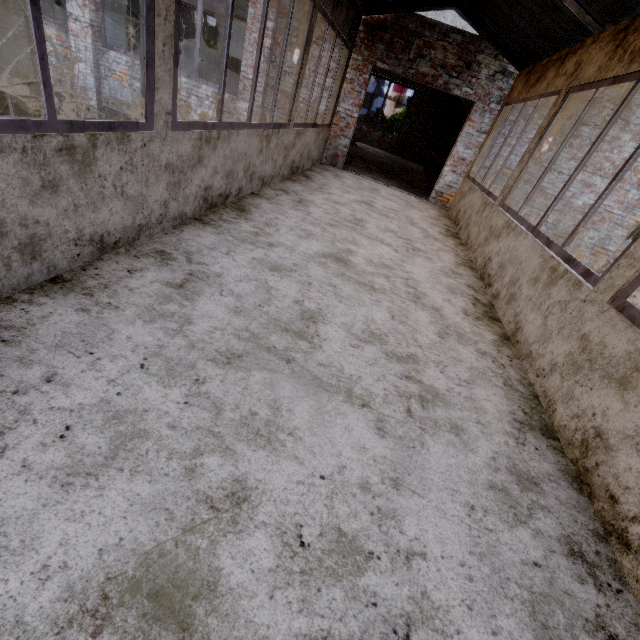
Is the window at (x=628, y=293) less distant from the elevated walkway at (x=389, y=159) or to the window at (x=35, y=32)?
the window at (x=35, y=32)

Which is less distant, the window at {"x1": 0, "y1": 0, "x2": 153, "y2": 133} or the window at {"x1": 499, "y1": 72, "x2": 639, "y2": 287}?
the window at {"x1": 0, "y1": 0, "x2": 153, "y2": 133}

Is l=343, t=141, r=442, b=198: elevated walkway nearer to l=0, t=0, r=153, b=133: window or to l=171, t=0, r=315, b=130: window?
l=171, t=0, r=315, b=130: window

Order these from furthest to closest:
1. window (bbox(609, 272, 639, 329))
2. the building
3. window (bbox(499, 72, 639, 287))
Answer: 1. window (bbox(499, 72, 639, 287))
2. window (bbox(609, 272, 639, 329))
3. the building

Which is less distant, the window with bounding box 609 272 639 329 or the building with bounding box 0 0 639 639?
the building with bounding box 0 0 639 639

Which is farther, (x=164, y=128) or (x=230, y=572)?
(x=164, y=128)

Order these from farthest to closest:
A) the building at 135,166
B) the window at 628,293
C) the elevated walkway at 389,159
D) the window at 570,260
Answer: the elevated walkway at 389,159
the window at 570,260
the window at 628,293
the building at 135,166

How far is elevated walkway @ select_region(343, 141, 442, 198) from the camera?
8.92m
